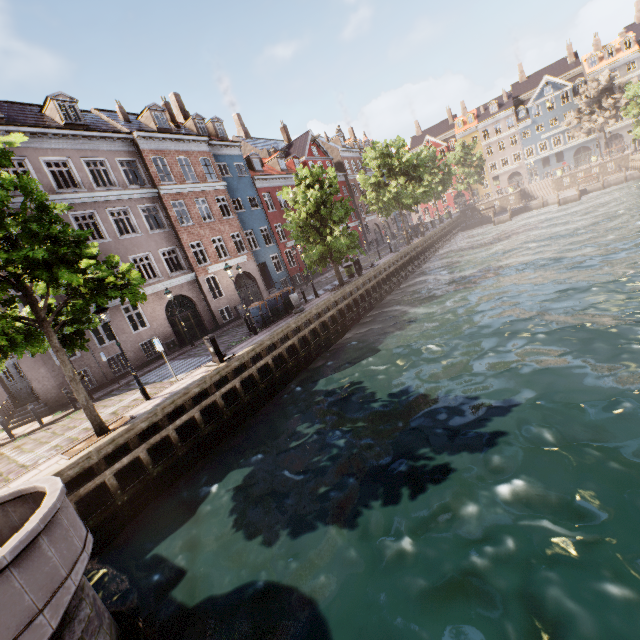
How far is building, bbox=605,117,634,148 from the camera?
50.4 meters

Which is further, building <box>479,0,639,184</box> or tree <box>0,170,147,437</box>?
building <box>479,0,639,184</box>

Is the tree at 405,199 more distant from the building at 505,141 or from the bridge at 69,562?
the building at 505,141

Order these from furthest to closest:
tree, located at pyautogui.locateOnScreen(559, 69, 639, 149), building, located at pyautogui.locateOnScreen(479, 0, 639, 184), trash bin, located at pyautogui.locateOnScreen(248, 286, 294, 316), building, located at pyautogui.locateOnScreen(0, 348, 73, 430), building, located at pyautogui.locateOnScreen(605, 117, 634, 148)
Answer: building, located at pyautogui.locateOnScreen(605, 117, 634, 148)
building, located at pyautogui.locateOnScreen(479, 0, 639, 184)
tree, located at pyautogui.locateOnScreen(559, 69, 639, 149)
trash bin, located at pyautogui.locateOnScreen(248, 286, 294, 316)
building, located at pyautogui.locateOnScreen(0, 348, 73, 430)

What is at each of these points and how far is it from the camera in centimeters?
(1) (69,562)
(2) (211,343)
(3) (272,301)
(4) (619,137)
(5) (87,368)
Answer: (1) bridge, 462cm
(2) electrical box, 1282cm
(3) trash bin, 1905cm
(4) building, 5584cm
(5) building, 1742cm

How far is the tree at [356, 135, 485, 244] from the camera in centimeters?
3030cm

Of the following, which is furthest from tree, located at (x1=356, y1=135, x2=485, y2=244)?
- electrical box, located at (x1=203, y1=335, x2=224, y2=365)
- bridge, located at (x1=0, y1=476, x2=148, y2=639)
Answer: electrical box, located at (x1=203, y1=335, x2=224, y2=365)

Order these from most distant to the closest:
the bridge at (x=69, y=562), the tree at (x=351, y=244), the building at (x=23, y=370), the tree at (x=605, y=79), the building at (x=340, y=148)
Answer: the tree at (x=605, y=79)
the tree at (x=351, y=244)
the building at (x=340, y=148)
the building at (x=23, y=370)
the bridge at (x=69, y=562)
